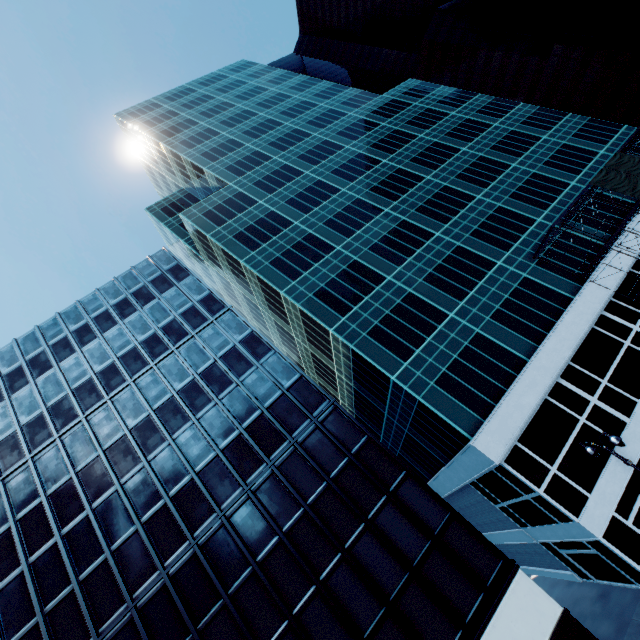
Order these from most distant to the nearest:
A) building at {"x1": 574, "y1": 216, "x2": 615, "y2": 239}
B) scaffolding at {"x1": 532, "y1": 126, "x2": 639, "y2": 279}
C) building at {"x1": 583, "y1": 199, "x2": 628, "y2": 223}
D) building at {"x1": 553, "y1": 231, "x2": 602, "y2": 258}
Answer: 1. building at {"x1": 583, "y1": 199, "x2": 628, "y2": 223}
2. building at {"x1": 574, "y1": 216, "x2": 615, "y2": 239}
3. building at {"x1": 553, "y1": 231, "x2": 602, "y2": 258}
4. scaffolding at {"x1": 532, "y1": 126, "x2": 639, "y2": 279}

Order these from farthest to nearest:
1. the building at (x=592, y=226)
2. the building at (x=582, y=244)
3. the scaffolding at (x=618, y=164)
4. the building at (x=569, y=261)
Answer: the building at (x=592, y=226), the building at (x=582, y=244), the building at (x=569, y=261), the scaffolding at (x=618, y=164)

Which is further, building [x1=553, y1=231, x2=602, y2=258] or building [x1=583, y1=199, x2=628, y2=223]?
building [x1=583, y1=199, x2=628, y2=223]

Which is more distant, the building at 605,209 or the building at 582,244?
the building at 605,209

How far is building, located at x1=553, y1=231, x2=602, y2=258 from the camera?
29.8 meters

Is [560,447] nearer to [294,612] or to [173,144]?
[294,612]
